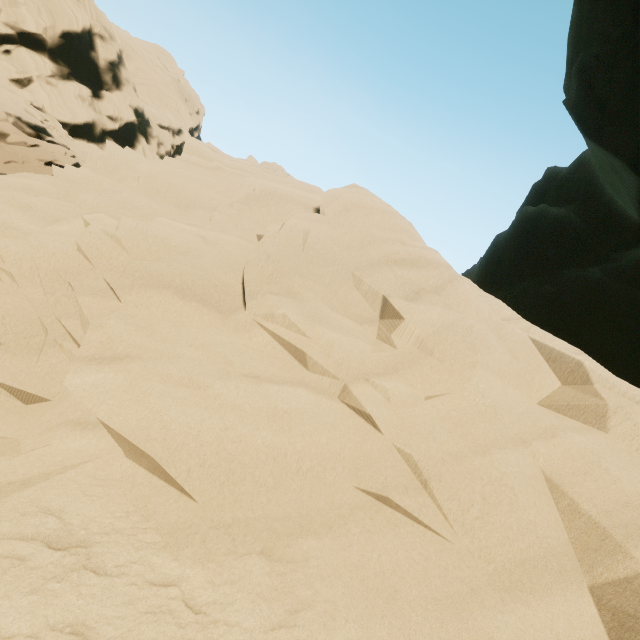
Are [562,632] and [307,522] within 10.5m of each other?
yes
